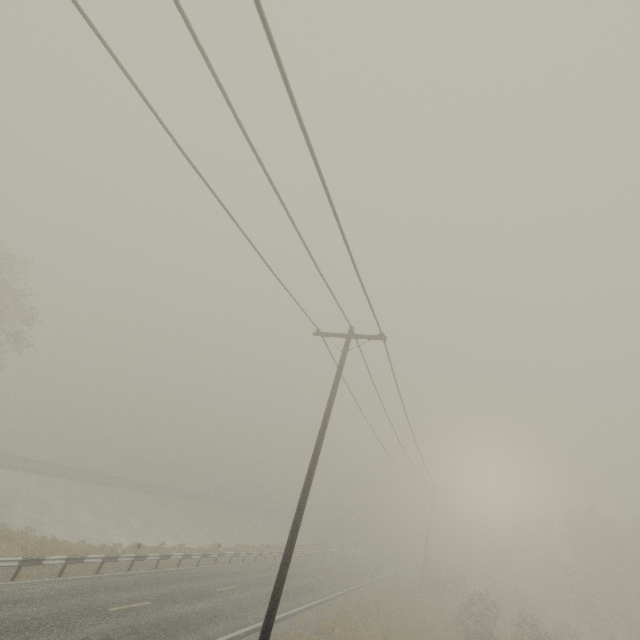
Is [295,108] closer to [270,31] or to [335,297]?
[270,31]
